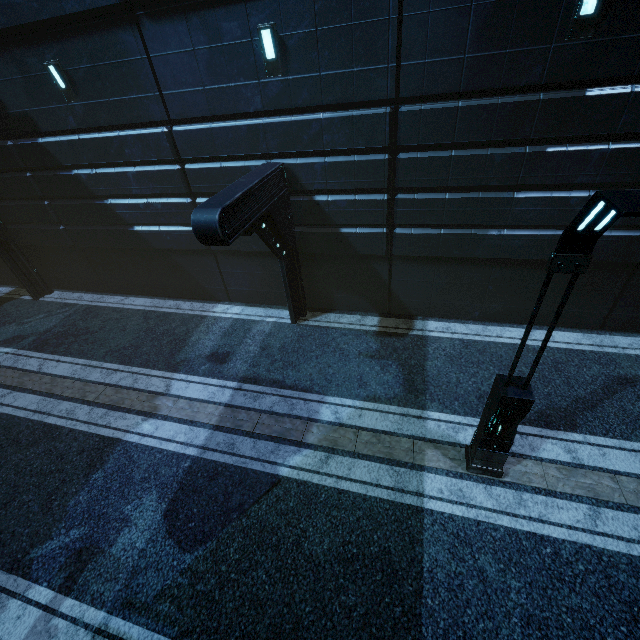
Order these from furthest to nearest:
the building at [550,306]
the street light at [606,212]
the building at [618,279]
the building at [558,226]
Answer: the building at [550,306]
the building at [618,279]
the building at [558,226]
the street light at [606,212]

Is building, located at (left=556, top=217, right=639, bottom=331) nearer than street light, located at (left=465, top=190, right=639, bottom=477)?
No

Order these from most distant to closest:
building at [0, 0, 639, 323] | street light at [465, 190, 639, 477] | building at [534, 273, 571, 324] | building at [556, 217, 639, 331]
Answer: building at [534, 273, 571, 324] → building at [556, 217, 639, 331] → building at [0, 0, 639, 323] → street light at [465, 190, 639, 477]

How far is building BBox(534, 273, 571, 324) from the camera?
8.6 meters

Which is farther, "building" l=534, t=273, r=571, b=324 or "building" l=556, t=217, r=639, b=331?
"building" l=534, t=273, r=571, b=324

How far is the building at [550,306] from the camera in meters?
8.6 m

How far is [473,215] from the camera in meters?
8.0
